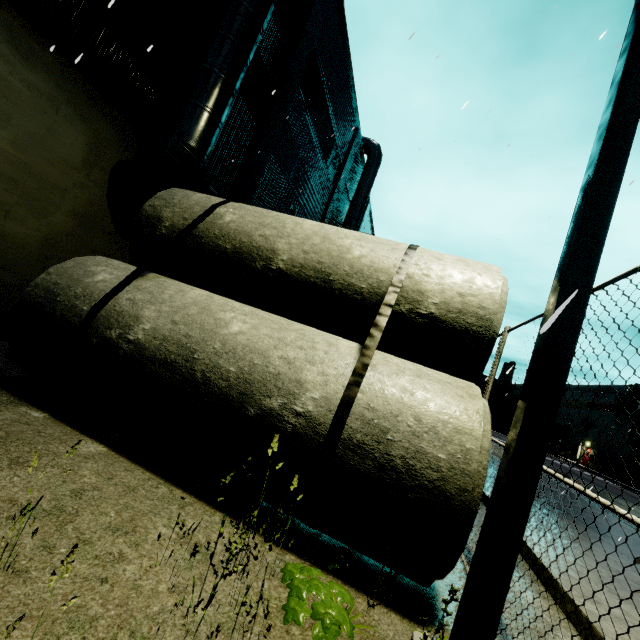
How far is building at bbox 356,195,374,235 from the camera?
26.4 meters

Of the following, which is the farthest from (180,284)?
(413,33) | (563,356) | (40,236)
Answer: (413,33)

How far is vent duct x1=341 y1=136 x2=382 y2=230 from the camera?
20.11m

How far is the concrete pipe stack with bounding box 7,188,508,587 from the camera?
2.7m

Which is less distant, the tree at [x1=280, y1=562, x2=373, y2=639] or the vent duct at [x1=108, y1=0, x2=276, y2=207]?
the tree at [x1=280, y1=562, x2=373, y2=639]

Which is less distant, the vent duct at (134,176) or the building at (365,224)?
the vent duct at (134,176)

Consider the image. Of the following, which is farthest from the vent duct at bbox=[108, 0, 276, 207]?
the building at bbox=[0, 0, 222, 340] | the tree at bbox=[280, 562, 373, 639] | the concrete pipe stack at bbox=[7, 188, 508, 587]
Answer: the tree at bbox=[280, 562, 373, 639]

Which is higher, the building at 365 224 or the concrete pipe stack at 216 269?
the building at 365 224
